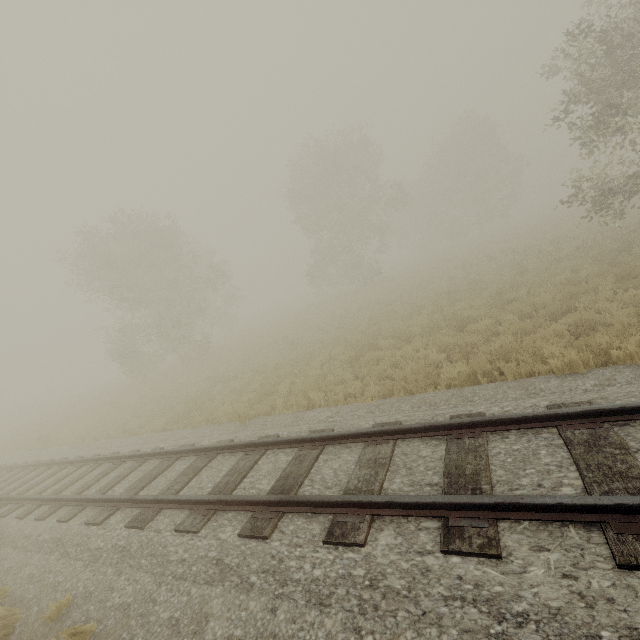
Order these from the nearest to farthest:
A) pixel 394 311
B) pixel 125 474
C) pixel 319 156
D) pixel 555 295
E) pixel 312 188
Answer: pixel 125 474
pixel 555 295
pixel 394 311
pixel 319 156
pixel 312 188
